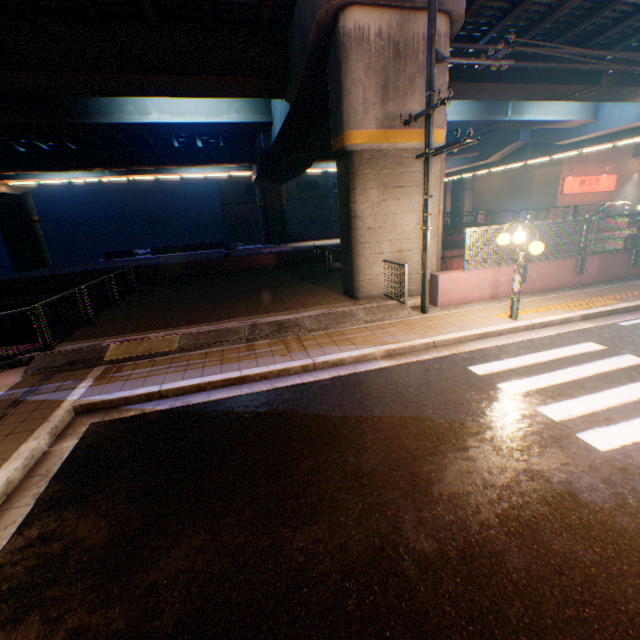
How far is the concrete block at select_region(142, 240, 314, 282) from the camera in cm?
1725

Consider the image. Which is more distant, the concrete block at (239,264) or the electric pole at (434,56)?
the concrete block at (239,264)

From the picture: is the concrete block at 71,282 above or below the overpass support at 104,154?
below

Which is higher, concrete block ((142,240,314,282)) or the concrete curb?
concrete block ((142,240,314,282))

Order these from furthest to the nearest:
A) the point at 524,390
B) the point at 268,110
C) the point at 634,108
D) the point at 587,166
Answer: the point at 587,166
the point at 634,108
the point at 268,110
the point at 524,390

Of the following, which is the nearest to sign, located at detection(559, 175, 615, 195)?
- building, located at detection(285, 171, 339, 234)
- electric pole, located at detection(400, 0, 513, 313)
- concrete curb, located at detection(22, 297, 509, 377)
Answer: concrete curb, located at detection(22, 297, 509, 377)

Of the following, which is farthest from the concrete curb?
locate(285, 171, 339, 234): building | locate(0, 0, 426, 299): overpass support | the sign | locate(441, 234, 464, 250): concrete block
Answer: locate(285, 171, 339, 234): building

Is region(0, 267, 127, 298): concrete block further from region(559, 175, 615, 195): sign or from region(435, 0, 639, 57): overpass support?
region(559, 175, 615, 195): sign
